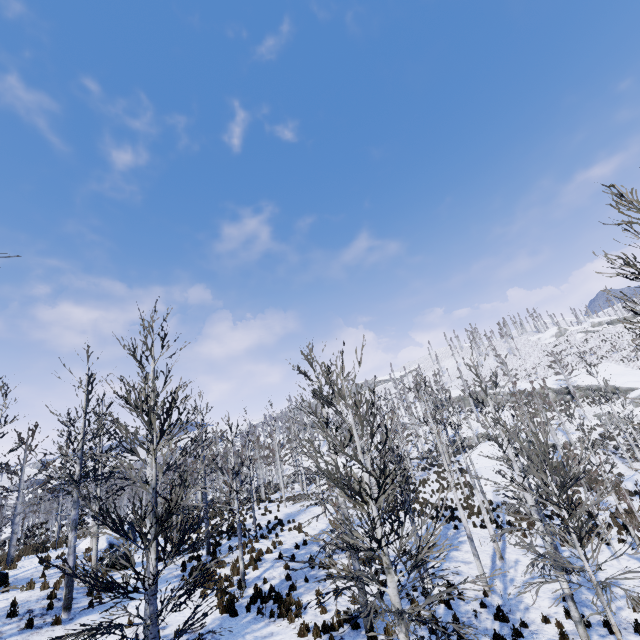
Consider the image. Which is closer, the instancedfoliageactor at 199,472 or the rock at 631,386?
the instancedfoliageactor at 199,472

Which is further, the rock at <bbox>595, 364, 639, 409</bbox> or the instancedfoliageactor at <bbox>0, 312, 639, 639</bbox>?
the rock at <bbox>595, 364, 639, 409</bbox>

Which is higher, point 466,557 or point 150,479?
point 150,479
